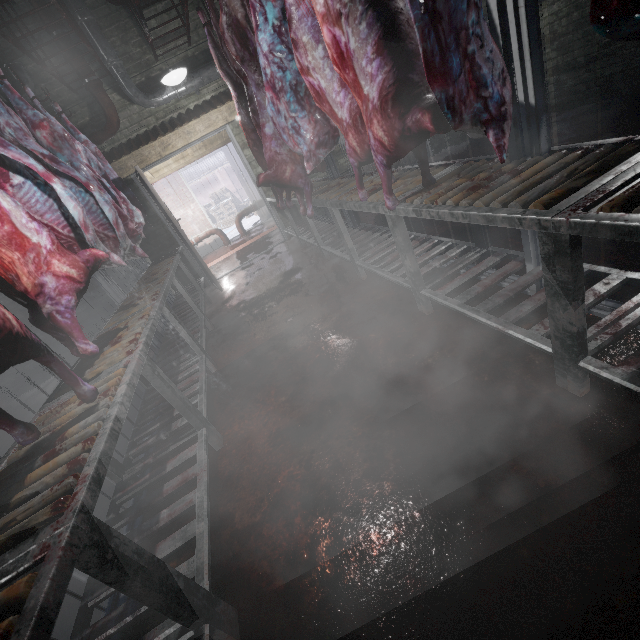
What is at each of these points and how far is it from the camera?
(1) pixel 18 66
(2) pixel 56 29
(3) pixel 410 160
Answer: (1) pipe, 3.80m
(2) pipe, 3.83m
(3) door, 6.03m

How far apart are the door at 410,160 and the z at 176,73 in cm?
224

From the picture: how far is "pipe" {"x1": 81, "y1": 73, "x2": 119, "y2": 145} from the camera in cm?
408

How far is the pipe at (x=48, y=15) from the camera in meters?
3.8

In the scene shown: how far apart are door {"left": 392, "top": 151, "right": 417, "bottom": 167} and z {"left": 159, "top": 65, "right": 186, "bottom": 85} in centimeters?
224cm

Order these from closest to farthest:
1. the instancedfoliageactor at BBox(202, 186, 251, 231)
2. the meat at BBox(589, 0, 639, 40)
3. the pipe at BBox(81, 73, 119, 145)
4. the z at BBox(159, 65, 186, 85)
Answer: the meat at BBox(589, 0, 639, 40)
the z at BBox(159, 65, 186, 85)
the pipe at BBox(81, 73, 119, 145)
the instancedfoliageactor at BBox(202, 186, 251, 231)

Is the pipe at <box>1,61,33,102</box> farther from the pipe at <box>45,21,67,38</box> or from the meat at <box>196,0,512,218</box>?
the meat at <box>196,0,512,218</box>

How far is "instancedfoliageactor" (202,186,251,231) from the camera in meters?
13.0 m
